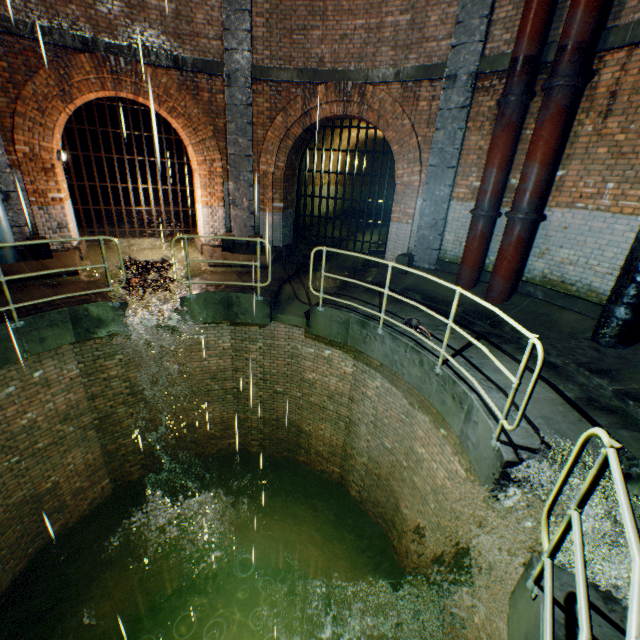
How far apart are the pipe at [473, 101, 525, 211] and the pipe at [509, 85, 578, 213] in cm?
32

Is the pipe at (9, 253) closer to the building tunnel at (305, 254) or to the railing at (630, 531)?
the building tunnel at (305, 254)

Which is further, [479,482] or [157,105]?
[157,105]

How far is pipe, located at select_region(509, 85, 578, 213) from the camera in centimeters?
542cm

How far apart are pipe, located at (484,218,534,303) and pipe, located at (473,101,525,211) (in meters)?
0.35

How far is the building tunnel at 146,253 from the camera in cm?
987

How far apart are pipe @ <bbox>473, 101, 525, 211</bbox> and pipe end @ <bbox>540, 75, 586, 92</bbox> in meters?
0.3

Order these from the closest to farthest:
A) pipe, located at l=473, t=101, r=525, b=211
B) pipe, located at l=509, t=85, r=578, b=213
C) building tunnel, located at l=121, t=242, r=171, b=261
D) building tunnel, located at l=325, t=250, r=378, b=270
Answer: pipe, located at l=509, t=85, r=578, b=213
pipe, located at l=473, t=101, r=525, b=211
building tunnel, located at l=121, t=242, r=171, b=261
building tunnel, located at l=325, t=250, r=378, b=270
